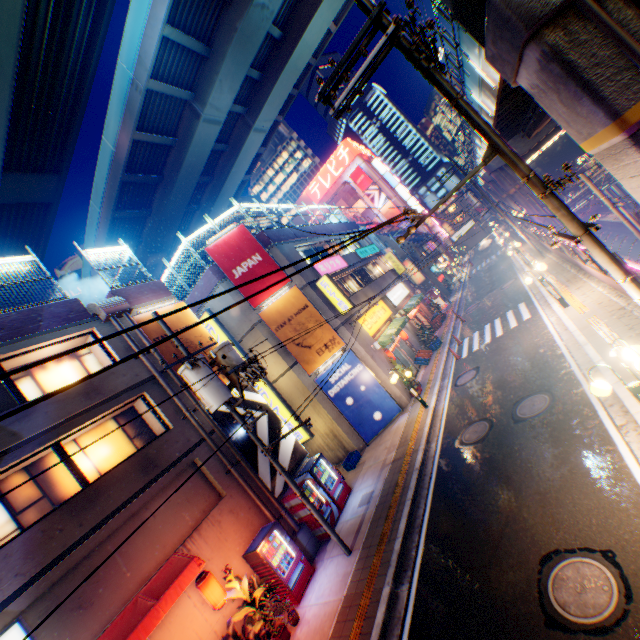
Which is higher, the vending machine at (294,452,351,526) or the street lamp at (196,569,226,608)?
the street lamp at (196,569,226,608)

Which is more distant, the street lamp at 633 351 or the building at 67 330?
the building at 67 330

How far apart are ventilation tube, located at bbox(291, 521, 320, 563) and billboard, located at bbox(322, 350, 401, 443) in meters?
5.6 m

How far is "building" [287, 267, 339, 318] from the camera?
18.0m

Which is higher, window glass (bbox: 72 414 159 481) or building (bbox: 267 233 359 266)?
building (bbox: 267 233 359 266)

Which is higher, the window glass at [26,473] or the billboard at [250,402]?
the window glass at [26,473]

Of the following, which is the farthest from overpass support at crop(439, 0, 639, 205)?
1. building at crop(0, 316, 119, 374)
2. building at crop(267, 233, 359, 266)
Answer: building at crop(0, 316, 119, 374)

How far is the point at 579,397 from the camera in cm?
893
